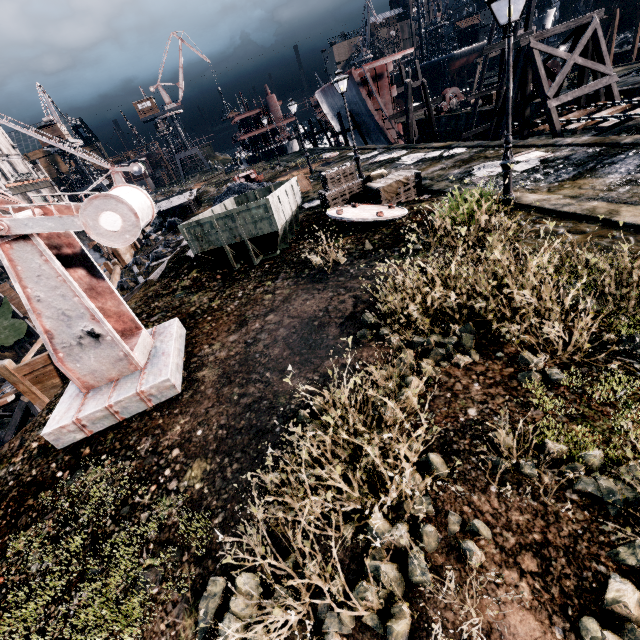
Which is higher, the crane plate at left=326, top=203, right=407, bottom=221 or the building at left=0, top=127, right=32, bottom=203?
the building at left=0, top=127, right=32, bottom=203

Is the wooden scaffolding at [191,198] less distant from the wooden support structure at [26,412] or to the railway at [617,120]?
the wooden support structure at [26,412]

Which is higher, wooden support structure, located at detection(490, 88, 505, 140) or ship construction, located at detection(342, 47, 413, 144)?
ship construction, located at detection(342, 47, 413, 144)

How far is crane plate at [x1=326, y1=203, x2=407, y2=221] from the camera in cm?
1188

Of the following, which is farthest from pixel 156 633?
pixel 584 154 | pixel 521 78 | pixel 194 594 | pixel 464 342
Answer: pixel 521 78

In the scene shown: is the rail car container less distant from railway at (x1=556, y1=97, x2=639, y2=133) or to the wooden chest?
the wooden chest

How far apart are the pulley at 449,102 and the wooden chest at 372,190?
30.78m

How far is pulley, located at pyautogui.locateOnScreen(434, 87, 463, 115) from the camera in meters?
37.8
